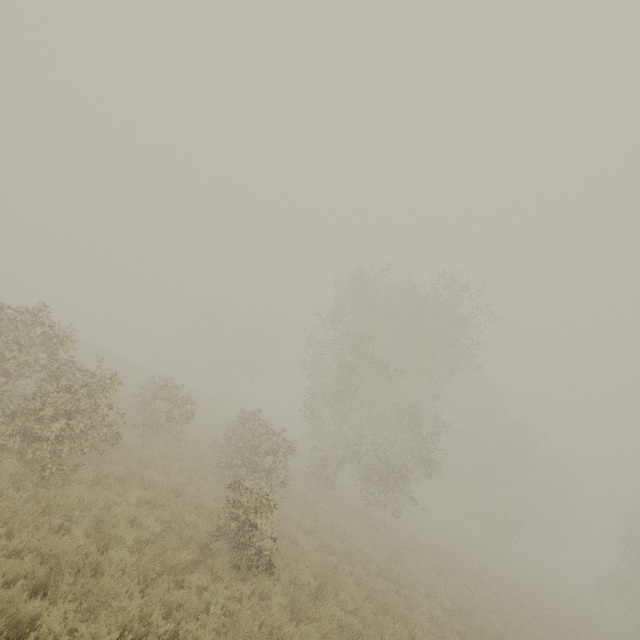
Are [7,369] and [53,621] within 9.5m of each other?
yes
